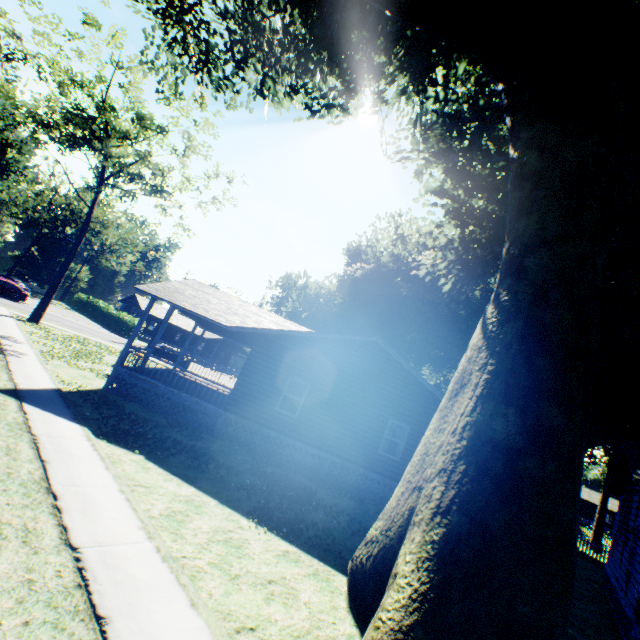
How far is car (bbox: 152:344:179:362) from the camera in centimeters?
3381cm

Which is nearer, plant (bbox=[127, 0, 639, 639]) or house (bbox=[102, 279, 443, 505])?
plant (bbox=[127, 0, 639, 639])

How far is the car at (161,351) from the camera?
33.8m

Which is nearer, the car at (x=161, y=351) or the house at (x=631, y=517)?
the house at (x=631, y=517)

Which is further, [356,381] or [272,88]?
[272,88]

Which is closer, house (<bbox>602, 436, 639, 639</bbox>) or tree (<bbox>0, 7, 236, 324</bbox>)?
house (<bbox>602, 436, 639, 639</bbox>)

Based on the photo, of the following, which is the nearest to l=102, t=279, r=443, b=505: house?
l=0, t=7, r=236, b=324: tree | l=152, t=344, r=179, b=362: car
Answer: l=152, t=344, r=179, b=362: car

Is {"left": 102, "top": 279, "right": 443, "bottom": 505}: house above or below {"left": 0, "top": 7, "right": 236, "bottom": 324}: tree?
below
